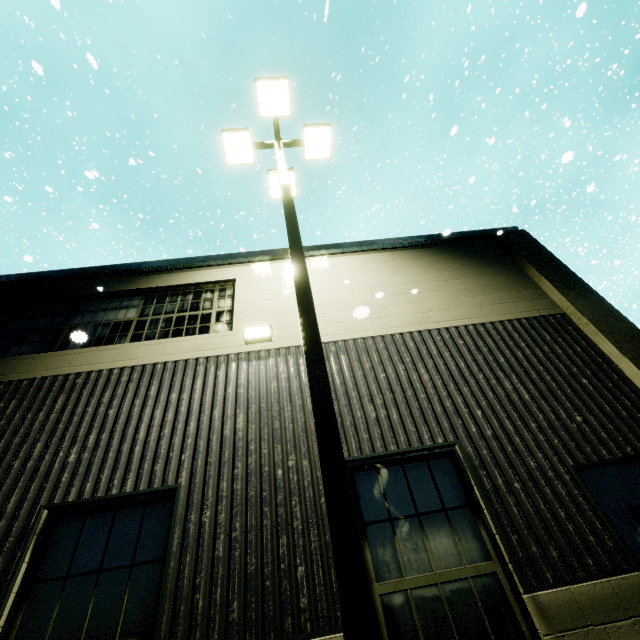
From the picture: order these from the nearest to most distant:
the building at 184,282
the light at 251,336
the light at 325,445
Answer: the light at 325,445, the building at 184,282, the light at 251,336

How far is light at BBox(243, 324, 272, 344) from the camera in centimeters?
532cm

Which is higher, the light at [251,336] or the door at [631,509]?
the light at [251,336]

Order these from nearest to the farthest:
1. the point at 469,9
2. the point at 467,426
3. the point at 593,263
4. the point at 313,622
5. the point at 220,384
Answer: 1. the point at 313,622
2. the point at 467,426
3. the point at 220,384
4. the point at 469,9
5. the point at 593,263

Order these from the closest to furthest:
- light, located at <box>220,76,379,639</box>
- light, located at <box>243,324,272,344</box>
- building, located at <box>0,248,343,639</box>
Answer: light, located at <box>220,76,379,639</box> < building, located at <box>0,248,343,639</box> < light, located at <box>243,324,272,344</box>

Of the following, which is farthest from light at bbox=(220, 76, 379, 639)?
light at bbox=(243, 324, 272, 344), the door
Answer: the door

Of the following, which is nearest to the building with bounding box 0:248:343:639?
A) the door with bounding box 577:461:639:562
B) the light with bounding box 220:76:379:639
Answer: the door with bounding box 577:461:639:562
